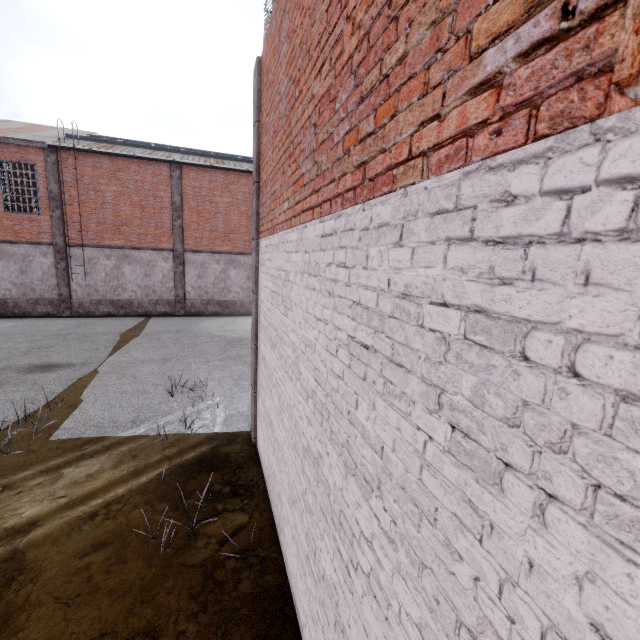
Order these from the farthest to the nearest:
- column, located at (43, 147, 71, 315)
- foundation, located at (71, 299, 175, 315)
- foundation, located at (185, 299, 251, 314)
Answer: foundation, located at (185, 299, 251, 314)
foundation, located at (71, 299, 175, 315)
column, located at (43, 147, 71, 315)

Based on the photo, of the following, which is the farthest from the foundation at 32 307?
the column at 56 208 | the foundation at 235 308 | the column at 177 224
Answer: the foundation at 235 308

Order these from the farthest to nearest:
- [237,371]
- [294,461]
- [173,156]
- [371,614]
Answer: [173,156]
[237,371]
[294,461]
[371,614]

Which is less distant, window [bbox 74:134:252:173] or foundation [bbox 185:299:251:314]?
window [bbox 74:134:252:173]

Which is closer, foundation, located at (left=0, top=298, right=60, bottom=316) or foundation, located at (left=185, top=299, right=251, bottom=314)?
foundation, located at (left=0, top=298, right=60, bottom=316)

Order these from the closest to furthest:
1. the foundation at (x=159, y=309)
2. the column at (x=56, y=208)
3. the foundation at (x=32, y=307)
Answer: the column at (x=56, y=208), the foundation at (x=32, y=307), the foundation at (x=159, y=309)

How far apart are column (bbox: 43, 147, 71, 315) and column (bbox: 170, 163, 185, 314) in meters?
5.3

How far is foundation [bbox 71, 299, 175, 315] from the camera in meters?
18.4 m
